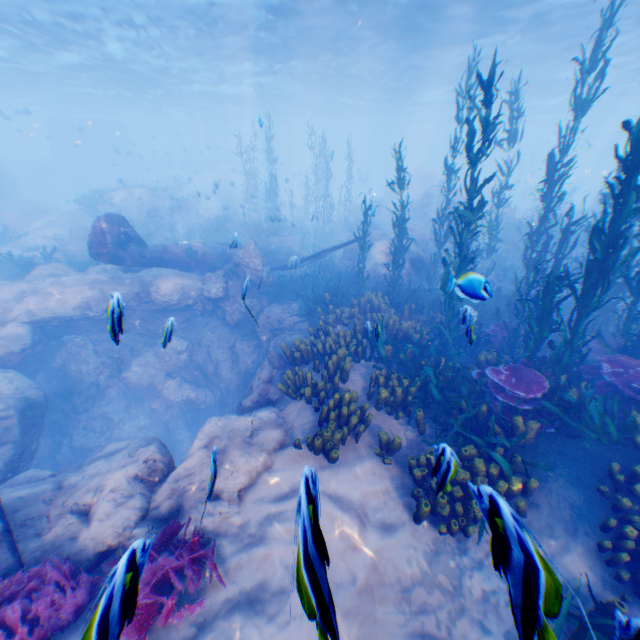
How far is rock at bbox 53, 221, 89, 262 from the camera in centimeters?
1730cm

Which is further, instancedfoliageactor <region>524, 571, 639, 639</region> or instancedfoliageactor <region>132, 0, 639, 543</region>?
instancedfoliageactor <region>132, 0, 639, 543</region>

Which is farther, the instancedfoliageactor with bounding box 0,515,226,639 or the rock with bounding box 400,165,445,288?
the rock with bounding box 400,165,445,288

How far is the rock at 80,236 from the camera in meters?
17.3 m

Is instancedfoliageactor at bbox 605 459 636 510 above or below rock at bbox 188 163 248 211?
→ below

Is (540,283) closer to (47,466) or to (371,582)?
(371,582)

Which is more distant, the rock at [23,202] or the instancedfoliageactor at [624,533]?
the rock at [23,202]

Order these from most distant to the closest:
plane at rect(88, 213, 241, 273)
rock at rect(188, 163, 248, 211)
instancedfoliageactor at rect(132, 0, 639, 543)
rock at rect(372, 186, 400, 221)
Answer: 1. rock at rect(372, 186, 400, 221)
2. rock at rect(188, 163, 248, 211)
3. plane at rect(88, 213, 241, 273)
4. instancedfoliageactor at rect(132, 0, 639, 543)
